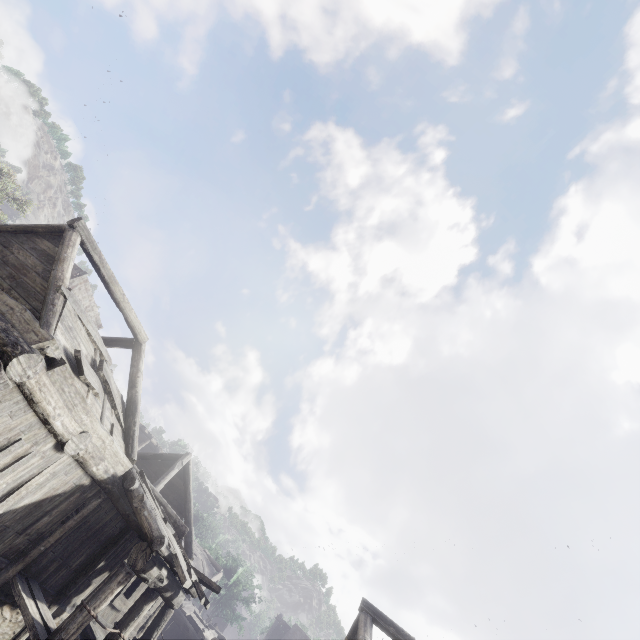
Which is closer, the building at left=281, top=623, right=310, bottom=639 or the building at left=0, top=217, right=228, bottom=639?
the building at left=0, top=217, right=228, bottom=639

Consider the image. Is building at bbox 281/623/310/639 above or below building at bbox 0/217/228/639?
above

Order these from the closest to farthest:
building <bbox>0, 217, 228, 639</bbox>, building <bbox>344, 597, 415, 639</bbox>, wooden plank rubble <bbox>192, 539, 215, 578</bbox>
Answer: building <bbox>0, 217, 228, 639</bbox> → building <bbox>344, 597, 415, 639</bbox> → wooden plank rubble <bbox>192, 539, 215, 578</bbox>

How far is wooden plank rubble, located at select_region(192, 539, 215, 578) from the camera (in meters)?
27.20

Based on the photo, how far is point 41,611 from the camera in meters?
7.4

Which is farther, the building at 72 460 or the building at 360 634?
the building at 360 634

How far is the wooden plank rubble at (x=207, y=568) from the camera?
27.2 meters

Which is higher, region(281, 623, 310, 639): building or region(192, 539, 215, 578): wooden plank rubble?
region(281, 623, 310, 639): building
